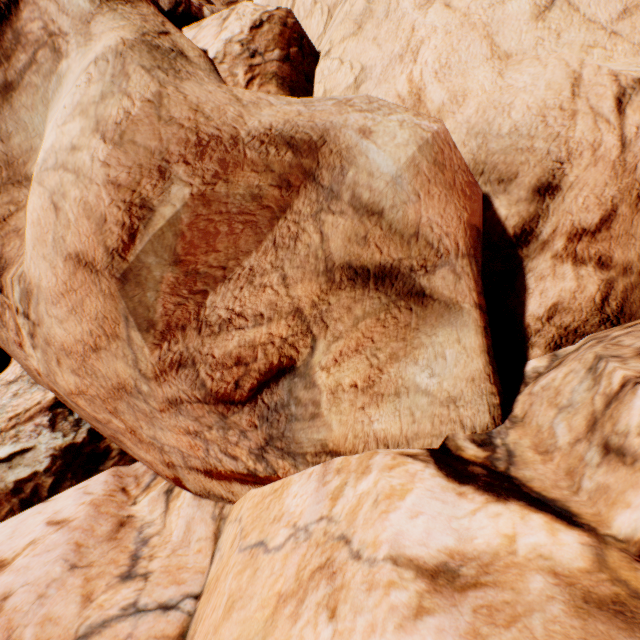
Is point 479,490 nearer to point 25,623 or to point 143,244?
point 143,244
